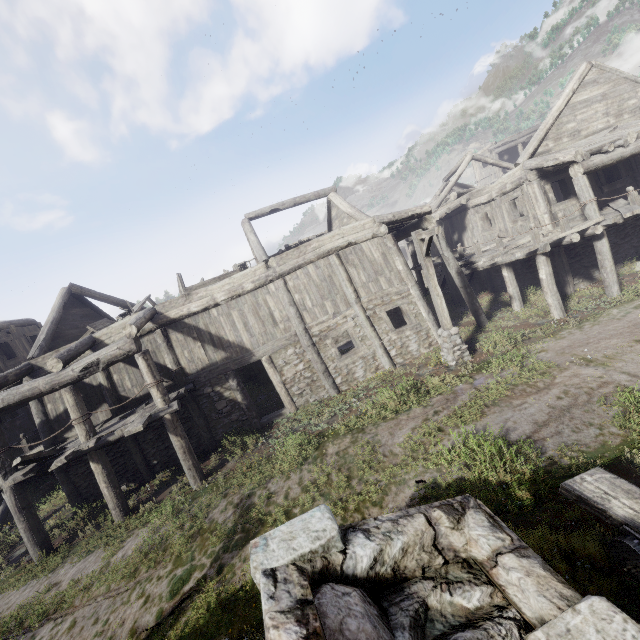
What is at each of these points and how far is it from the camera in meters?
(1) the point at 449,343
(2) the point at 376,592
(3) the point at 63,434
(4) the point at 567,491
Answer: (1) wooden lamp post, 11.1 m
(2) building, 1.8 m
(3) building, 11.3 m
(4) building, 3.3 m

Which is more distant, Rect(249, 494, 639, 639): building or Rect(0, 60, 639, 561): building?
Rect(0, 60, 639, 561): building

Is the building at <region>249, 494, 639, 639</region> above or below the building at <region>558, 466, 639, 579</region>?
above

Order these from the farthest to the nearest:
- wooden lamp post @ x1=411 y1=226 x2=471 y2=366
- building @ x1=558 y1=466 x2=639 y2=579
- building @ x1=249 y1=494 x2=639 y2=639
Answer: wooden lamp post @ x1=411 y1=226 x2=471 y2=366
building @ x1=558 y1=466 x2=639 y2=579
building @ x1=249 y1=494 x2=639 y2=639

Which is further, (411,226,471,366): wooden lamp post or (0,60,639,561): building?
(411,226,471,366): wooden lamp post

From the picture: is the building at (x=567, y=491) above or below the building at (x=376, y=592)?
below

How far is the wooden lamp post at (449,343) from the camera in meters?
10.3 m

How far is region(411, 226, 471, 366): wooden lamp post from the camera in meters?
10.3 m
